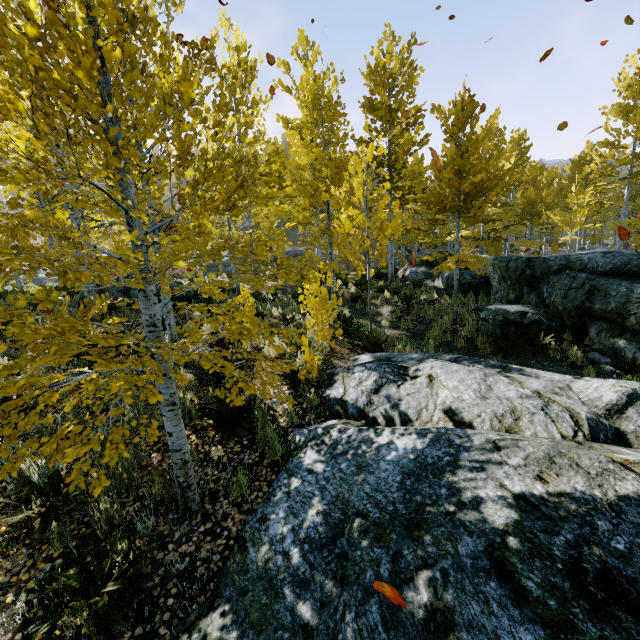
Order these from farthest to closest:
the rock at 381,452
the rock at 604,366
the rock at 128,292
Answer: the rock at 128,292 → the rock at 604,366 → the rock at 381,452

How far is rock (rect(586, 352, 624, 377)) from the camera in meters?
7.4

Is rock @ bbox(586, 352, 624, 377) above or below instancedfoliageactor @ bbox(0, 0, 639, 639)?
below

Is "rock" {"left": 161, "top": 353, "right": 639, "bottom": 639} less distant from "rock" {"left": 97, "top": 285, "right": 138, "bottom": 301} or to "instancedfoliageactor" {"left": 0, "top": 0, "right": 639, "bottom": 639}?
"instancedfoliageactor" {"left": 0, "top": 0, "right": 639, "bottom": 639}

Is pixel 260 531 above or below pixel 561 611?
below

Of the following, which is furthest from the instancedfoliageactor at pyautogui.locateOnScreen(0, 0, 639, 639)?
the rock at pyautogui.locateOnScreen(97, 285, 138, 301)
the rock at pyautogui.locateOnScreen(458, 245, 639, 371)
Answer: the rock at pyautogui.locateOnScreen(97, 285, 138, 301)

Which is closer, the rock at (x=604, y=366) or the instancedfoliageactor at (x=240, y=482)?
the instancedfoliageactor at (x=240, y=482)

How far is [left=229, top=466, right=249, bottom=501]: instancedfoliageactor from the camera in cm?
368
